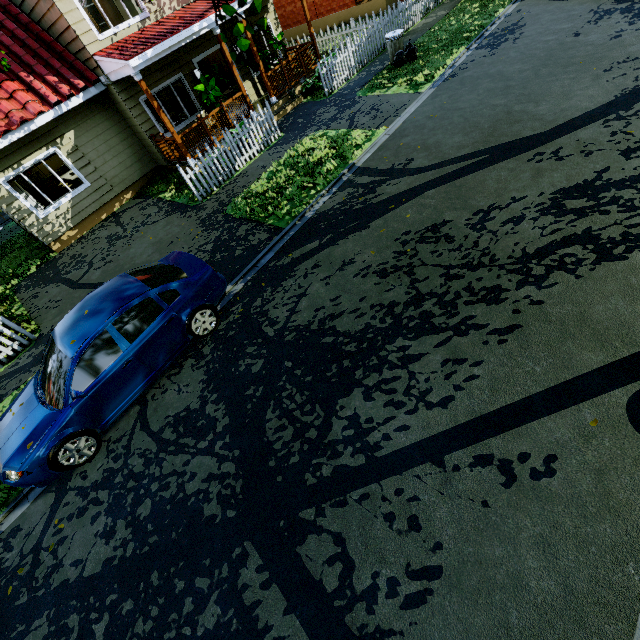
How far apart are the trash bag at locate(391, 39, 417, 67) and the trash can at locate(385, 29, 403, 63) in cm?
1

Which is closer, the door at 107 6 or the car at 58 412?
the car at 58 412

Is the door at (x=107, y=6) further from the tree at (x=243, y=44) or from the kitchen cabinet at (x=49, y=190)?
the tree at (x=243, y=44)

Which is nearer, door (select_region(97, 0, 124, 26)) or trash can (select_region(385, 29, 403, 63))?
trash can (select_region(385, 29, 403, 63))

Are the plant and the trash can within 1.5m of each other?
no

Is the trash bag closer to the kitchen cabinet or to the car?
the car

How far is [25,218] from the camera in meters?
10.5 m

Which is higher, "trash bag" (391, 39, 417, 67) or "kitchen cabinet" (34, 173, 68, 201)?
"kitchen cabinet" (34, 173, 68, 201)
